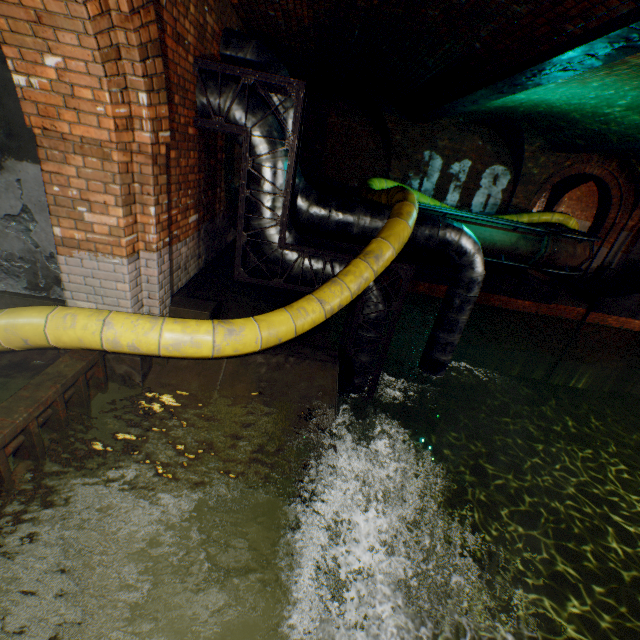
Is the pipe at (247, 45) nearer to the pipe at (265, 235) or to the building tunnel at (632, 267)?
the pipe at (265, 235)

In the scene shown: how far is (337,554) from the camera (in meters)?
6.93

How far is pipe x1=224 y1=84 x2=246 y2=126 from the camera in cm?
408

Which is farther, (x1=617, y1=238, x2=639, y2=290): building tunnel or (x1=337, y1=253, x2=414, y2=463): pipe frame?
(x1=617, y1=238, x2=639, y2=290): building tunnel

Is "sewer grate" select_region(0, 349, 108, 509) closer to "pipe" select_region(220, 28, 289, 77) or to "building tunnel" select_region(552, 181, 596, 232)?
"pipe" select_region(220, 28, 289, 77)

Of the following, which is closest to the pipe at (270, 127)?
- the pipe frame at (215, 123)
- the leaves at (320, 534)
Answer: the pipe frame at (215, 123)

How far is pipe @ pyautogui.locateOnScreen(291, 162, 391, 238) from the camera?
5.57m

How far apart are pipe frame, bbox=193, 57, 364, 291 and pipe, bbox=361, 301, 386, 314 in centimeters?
4cm
